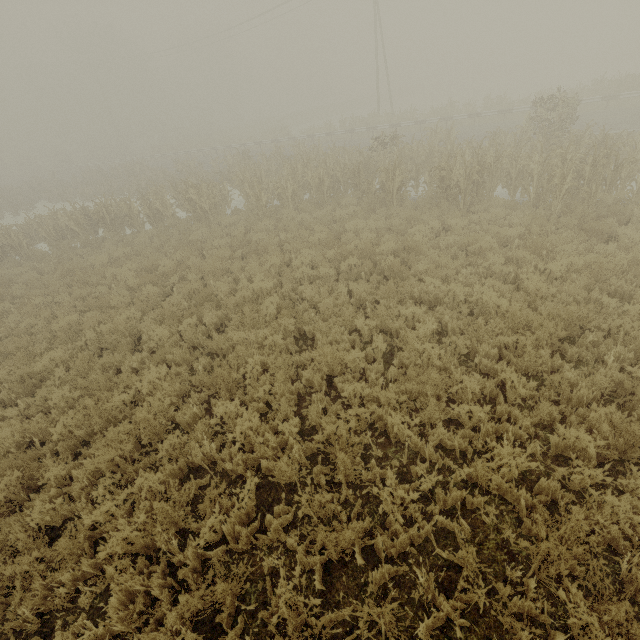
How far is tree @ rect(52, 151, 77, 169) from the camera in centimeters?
4847cm

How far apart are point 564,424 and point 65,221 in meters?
20.5

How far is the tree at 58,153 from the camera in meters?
48.5
